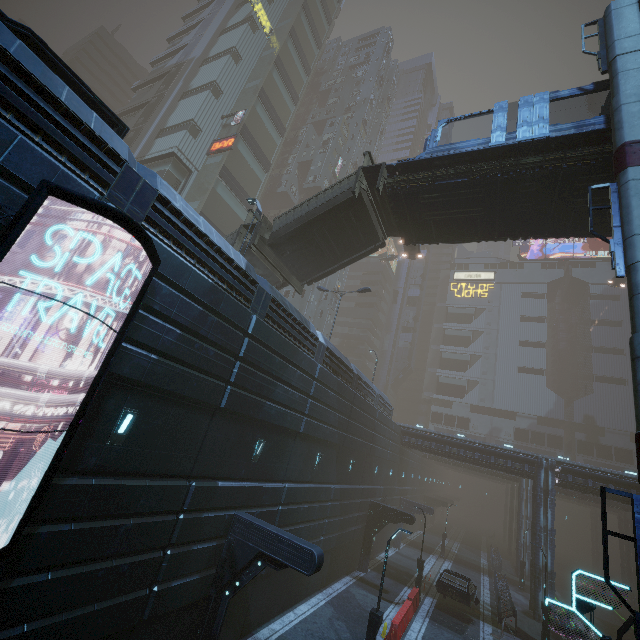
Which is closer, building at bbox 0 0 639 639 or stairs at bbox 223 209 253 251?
building at bbox 0 0 639 639

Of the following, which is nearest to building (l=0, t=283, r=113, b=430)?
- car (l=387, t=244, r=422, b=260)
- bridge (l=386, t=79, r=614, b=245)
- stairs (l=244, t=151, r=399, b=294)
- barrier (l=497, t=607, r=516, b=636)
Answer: barrier (l=497, t=607, r=516, b=636)

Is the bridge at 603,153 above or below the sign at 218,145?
below

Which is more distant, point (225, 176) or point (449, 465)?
point (449, 465)

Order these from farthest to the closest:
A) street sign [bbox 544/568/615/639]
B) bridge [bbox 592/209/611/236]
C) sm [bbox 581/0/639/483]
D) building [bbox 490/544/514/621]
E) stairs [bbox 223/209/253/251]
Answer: building [bbox 490/544/514/621], stairs [bbox 223/209/253/251], bridge [bbox 592/209/611/236], street sign [bbox 544/568/615/639], sm [bbox 581/0/639/483]

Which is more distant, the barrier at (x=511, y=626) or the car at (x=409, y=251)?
the car at (x=409, y=251)

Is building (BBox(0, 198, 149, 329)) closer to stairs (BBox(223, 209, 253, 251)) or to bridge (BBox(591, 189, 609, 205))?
stairs (BBox(223, 209, 253, 251))

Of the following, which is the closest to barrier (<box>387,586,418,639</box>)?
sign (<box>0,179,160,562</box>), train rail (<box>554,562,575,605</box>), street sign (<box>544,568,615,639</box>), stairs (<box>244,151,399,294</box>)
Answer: street sign (<box>544,568,615,639</box>)
